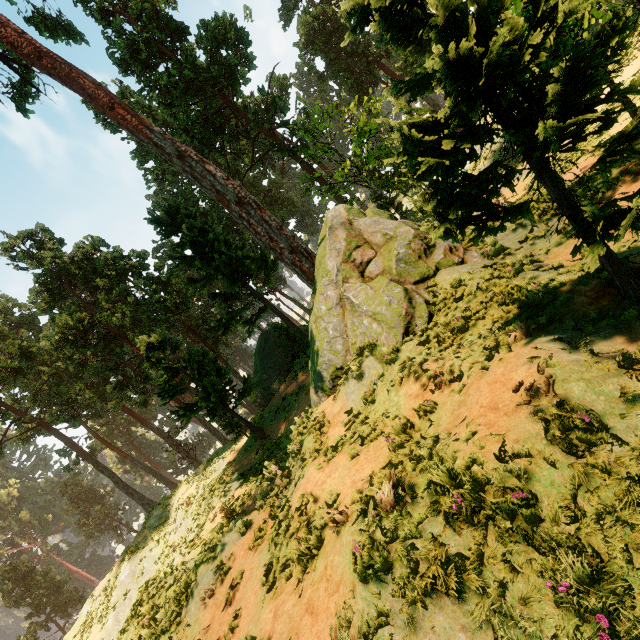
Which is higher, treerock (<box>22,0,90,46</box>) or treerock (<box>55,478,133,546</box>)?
treerock (<box>22,0,90,46</box>)

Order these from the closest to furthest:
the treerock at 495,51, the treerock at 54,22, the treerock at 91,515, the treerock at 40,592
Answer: the treerock at 495,51 → the treerock at 54,22 → the treerock at 40,592 → the treerock at 91,515

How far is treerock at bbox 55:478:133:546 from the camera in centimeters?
5656cm

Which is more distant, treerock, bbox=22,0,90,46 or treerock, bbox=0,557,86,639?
treerock, bbox=0,557,86,639

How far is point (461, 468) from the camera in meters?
4.1

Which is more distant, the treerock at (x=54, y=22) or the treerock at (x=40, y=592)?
the treerock at (x=40, y=592)

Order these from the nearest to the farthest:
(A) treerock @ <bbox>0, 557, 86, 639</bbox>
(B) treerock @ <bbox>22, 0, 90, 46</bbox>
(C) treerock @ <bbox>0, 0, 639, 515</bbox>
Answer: (C) treerock @ <bbox>0, 0, 639, 515</bbox> < (B) treerock @ <bbox>22, 0, 90, 46</bbox> < (A) treerock @ <bbox>0, 557, 86, 639</bbox>
